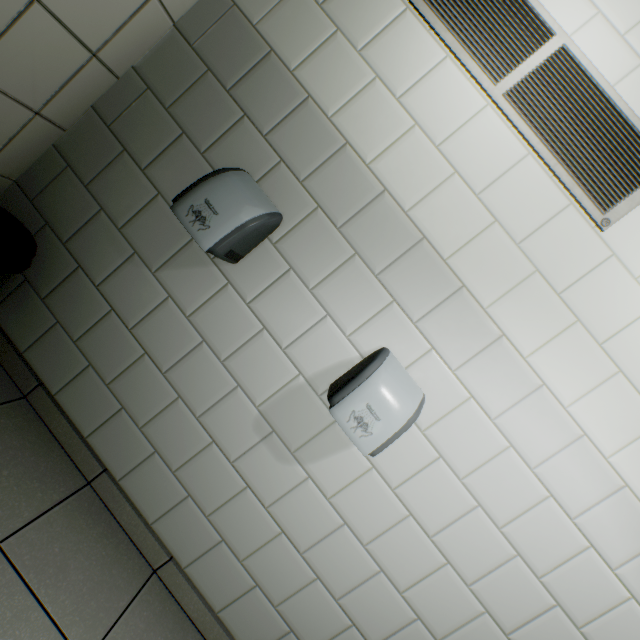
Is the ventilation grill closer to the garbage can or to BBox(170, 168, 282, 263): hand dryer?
BBox(170, 168, 282, 263): hand dryer

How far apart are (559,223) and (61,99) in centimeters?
207cm

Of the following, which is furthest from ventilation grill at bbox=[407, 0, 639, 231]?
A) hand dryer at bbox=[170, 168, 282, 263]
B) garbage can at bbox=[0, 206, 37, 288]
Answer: garbage can at bbox=[0, 206, 37, 288]

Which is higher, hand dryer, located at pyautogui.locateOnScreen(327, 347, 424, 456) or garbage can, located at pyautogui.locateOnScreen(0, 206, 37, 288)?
hand dryer, located at pyautogui.locateOnScreen(327, 347, 424, 456)

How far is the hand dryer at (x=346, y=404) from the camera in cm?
113

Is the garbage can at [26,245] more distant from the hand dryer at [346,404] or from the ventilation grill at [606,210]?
the ventilation grill at [606,210]

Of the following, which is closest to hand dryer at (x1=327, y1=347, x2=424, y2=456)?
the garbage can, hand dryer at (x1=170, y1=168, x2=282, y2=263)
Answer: hand dryer at (x1=170, y1=168, x2=282, y2=263)

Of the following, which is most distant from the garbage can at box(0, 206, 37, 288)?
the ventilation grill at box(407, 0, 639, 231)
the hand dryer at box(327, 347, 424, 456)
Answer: the ventilation grill at box(407, 0, 639, 231)
